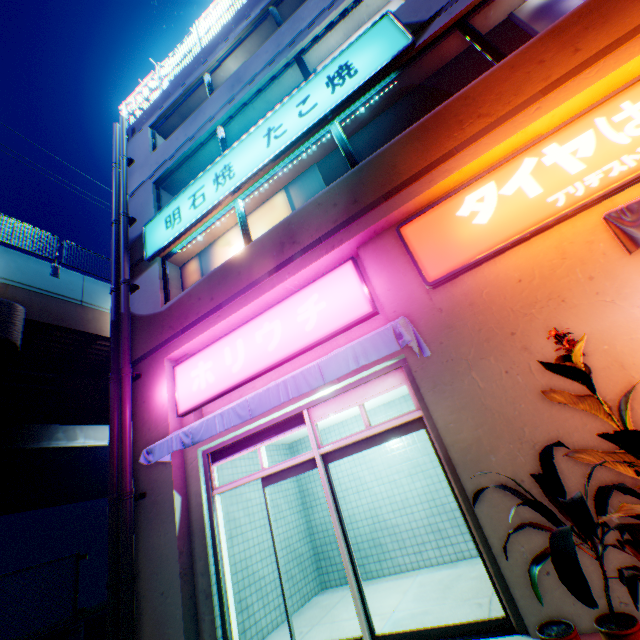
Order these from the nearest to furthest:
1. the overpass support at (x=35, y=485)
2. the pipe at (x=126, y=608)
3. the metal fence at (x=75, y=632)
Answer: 1. the pipe at (x=126, y=608)
2. the metal fence at (x=75, y=632)
3. the overpass support at (x=35, y=485)

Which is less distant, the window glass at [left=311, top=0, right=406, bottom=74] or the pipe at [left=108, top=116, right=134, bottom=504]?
the pipe at [left=108, top=116, right=134, bottom=504]

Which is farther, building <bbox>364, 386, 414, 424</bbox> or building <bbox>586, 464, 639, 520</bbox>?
building <bbox>364, 386, 414, 424</bbox>

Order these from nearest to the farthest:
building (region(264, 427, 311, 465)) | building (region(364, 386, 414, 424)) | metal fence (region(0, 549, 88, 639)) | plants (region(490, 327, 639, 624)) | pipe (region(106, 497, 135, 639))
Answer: plants (region(490, 327, 639, 624)) < pipe (region(106, 497, 135, 639)) < metal fence (region(0, 549, 88, 639)) < building (region(364, 386, 414, 424)) < building (region(264, 427, 311, 465))

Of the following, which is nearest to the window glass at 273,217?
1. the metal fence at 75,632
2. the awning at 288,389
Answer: the awning at 288,389

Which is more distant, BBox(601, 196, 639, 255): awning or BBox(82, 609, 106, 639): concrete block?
BBox(82, 609, 106, 639): concrete block

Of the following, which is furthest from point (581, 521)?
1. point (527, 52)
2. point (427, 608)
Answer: point (527, 52)

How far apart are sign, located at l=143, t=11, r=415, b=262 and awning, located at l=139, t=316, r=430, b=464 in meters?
4.5 m
